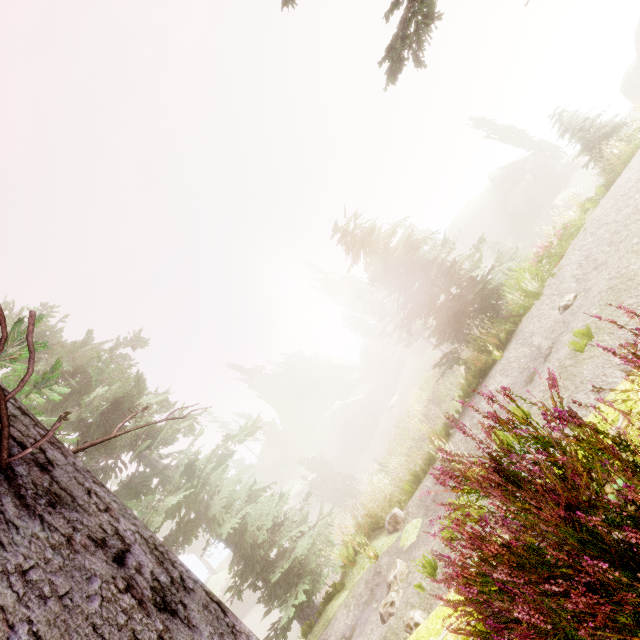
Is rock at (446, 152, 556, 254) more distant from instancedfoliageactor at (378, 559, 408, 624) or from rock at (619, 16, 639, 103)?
rock at (619, 16, 639, 103)

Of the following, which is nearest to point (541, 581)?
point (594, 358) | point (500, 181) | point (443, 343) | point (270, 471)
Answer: point (594, 358)

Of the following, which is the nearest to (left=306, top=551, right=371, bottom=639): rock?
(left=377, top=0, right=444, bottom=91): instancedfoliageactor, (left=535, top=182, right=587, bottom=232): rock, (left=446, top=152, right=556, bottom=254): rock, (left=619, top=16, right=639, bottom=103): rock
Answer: (left=377, top=0, right=444, bottom=91): instancedfoliageactor

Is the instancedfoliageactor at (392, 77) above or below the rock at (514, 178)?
above

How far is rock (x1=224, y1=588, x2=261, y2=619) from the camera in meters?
36.3 m

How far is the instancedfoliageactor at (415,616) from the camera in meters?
4.9 m

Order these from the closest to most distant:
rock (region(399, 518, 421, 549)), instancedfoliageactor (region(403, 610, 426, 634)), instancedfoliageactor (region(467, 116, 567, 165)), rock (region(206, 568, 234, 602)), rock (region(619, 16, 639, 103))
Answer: instancedfoliageactor (region(403, 610, 426, 634))
rock (region(399, 518, 421, 549))
rock (region(619, 16, 639, 103))
rock (region(206, 568, 234, 602))
instancedfoliageactor (region(467, 116, 567, 165))

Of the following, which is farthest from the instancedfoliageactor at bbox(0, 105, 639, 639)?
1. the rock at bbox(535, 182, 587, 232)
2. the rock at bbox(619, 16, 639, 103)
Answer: the rock at bbox(535, 182, 587, 232)
